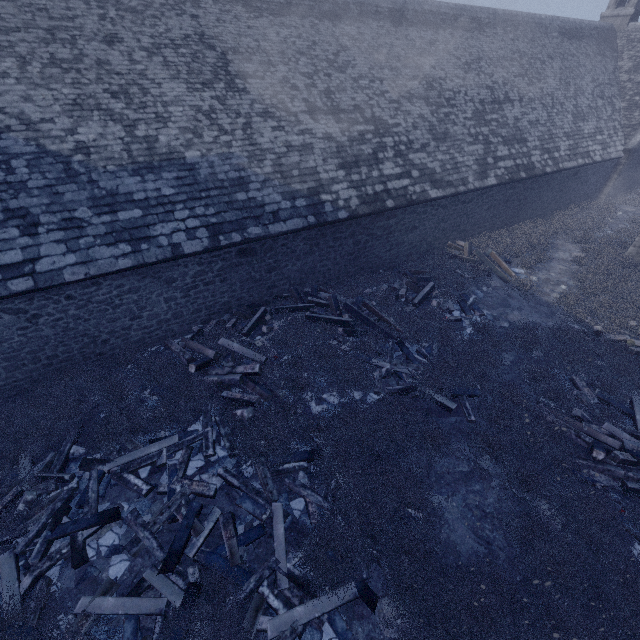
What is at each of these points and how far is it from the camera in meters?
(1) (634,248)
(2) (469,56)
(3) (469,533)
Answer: (1) building, 13.9
(2) building, 15.2
(3) instancedfoliageactor, 5.9

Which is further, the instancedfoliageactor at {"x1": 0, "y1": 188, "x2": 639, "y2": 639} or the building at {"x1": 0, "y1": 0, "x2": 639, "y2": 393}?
the building at {"x1": 0, "y1": 0, "x2": 639, "y2": 393}

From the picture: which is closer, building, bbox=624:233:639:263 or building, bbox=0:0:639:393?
building, bbox=0:0:639:393

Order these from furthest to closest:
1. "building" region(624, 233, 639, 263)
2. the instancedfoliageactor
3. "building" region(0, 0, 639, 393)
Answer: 1. "building" region(624, 233, 639, 263)
2. "building" region(0, 0, 639, 393)
3. the instancedfoliageactor

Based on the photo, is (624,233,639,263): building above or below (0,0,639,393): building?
below

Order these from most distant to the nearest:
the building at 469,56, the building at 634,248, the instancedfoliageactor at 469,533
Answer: the building at 634,248
the building at 469,56
the instancedfoliageactor at 469,533

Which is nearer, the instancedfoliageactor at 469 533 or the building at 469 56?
the instancedfoliageactor at 469 533
